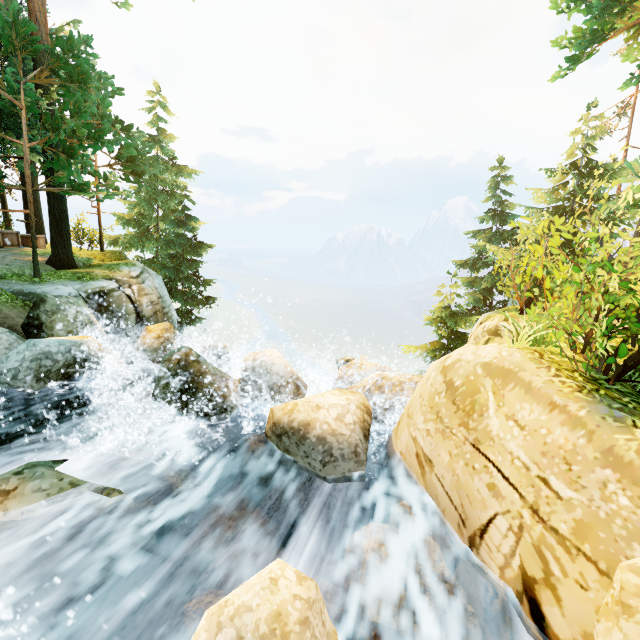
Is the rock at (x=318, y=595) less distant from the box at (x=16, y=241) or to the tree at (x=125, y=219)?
the tree at (x=125, y=219)

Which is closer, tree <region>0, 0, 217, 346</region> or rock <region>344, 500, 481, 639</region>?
rock <region>344, 500, 481, 639</region>

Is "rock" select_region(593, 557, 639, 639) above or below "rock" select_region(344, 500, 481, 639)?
above

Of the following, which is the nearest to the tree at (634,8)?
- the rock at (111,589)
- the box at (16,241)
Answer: the box at (16,241)

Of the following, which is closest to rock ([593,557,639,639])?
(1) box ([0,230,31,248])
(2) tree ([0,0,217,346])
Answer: (2) tree ([0,0,217,346])

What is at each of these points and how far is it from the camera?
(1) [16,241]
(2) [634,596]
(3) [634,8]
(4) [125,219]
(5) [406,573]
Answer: (1) box, 15.0m
(2) rock, 2.1m
(3) tree, 9.3m
(4) tree, 19.6m
(5) rock, 4.0m
